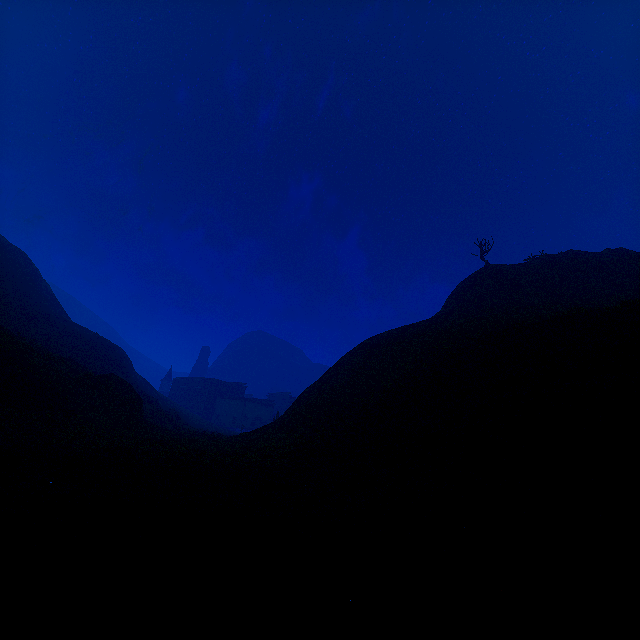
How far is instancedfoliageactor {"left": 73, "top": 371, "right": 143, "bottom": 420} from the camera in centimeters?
2089cm

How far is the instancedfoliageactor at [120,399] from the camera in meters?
20.9 m

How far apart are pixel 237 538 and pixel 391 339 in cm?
2282

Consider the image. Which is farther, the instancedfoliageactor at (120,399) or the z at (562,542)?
the instancedfoliageactor at (120,399)

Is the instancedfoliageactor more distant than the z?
Yes
